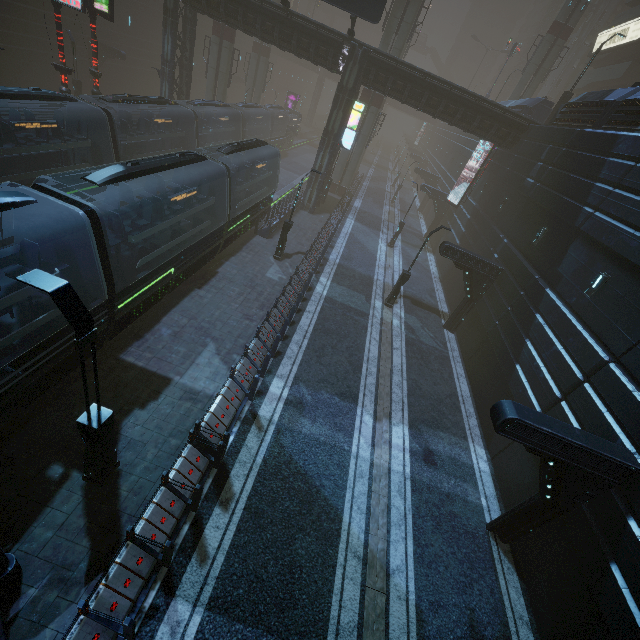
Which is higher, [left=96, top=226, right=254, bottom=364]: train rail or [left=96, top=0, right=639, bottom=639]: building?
[left=96, top=0, right=639, bottom=639]: building

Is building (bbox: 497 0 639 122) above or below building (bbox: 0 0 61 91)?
above

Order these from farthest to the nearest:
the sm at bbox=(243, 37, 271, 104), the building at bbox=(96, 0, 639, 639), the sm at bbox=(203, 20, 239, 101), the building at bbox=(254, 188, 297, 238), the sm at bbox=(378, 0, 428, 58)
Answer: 1. the sm at bbox=(243, 37, 271, 104)
2. the sm at bbox=(203, 20, 239, 101)
3. the sm at bbox=(378, 0, 428, 58)
4. the building at bbox=(254, 188, 297, 238)
5. the building at bbox=(96, 0, 639, 639)

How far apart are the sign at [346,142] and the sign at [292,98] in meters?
39.7

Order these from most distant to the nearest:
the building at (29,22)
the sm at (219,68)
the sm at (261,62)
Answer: the sm at (261,62)
the sm at (219,68)
the building at (29,22)

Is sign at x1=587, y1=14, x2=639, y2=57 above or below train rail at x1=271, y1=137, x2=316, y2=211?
above

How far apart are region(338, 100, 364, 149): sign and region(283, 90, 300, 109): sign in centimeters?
3973cm

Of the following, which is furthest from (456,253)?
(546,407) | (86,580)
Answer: (86,580)
